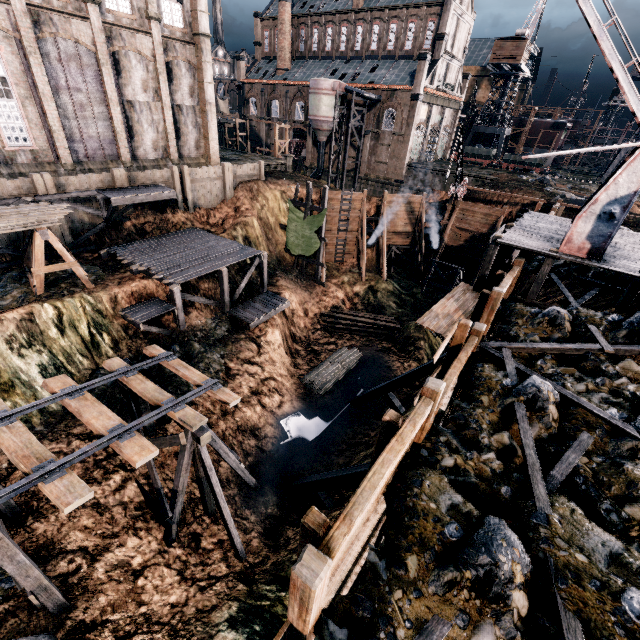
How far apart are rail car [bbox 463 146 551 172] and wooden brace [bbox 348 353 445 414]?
49.39m

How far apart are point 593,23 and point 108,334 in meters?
26.5

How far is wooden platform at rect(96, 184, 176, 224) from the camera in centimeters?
2347cm

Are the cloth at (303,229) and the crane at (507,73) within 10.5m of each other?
no

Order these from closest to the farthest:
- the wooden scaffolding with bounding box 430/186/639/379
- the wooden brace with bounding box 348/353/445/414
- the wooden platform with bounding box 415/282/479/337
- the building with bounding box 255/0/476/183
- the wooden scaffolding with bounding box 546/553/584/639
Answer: the wooden scaffolding with bounding box 546/553/584/639 → the wooden scaffolding with bounding box 430/186/639/379 → the wooden platform with bounding box 415/282/479/337 → the wooden brace with bounding box 348/353/445/414 → the building with bounding box 255/0/476/183

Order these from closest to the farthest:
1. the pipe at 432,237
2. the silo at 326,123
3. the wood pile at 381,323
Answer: the wood pile at 381,323 → the pipe at 432,237 → the silo at 326,123

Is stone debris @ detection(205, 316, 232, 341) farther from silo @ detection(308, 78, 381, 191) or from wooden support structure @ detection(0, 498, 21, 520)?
silo @ detection(308, 78, 381, 191)

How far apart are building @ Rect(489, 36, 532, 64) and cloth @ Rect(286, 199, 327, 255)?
49.2m
